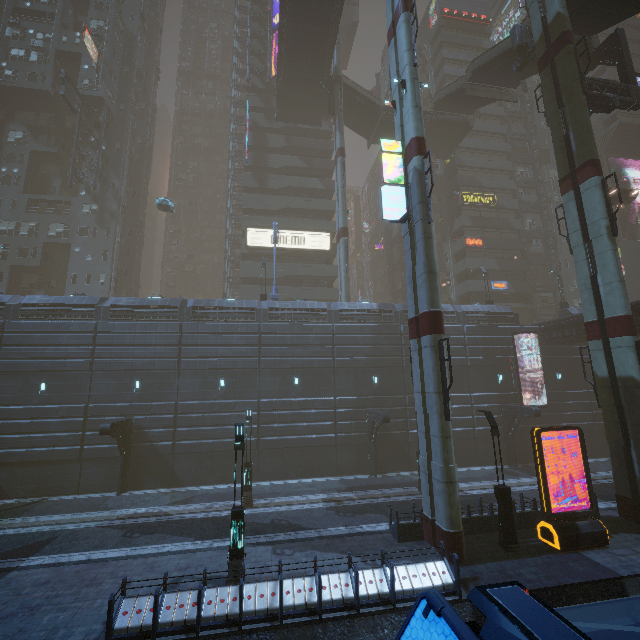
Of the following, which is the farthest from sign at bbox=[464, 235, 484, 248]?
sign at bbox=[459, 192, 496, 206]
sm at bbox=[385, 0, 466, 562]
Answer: sm at bbox=[385, 0, 466, 562]

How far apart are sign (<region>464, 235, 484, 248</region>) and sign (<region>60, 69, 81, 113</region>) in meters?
49.7

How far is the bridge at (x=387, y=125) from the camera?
38.3m

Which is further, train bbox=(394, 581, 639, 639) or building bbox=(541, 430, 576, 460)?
building bbox=(541, 430, 576, 460)

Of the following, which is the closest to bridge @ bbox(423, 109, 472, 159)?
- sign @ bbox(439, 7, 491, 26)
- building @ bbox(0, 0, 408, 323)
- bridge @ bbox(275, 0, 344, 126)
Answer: building @ bbox(0, 0, 408, 323)

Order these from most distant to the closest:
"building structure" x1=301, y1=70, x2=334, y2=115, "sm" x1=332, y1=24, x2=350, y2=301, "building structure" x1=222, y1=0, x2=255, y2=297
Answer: "building structure" x1=222, y1=0, x2=255, y2=297 → "building structure" x1=301, y1=70, x2=334, y2=115 → "sm" x1=332, y1=24, x2=350, y2=301

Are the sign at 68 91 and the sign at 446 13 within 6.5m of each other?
no

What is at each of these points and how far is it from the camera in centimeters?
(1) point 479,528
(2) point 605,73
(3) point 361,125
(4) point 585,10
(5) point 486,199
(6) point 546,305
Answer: (1) building, 1509cm
(2) building, 5088cm
(3) stairs, 4097cm
(4) stairs, 2125cm
(5) sign, 4350cm
(6) building, 4678cm
